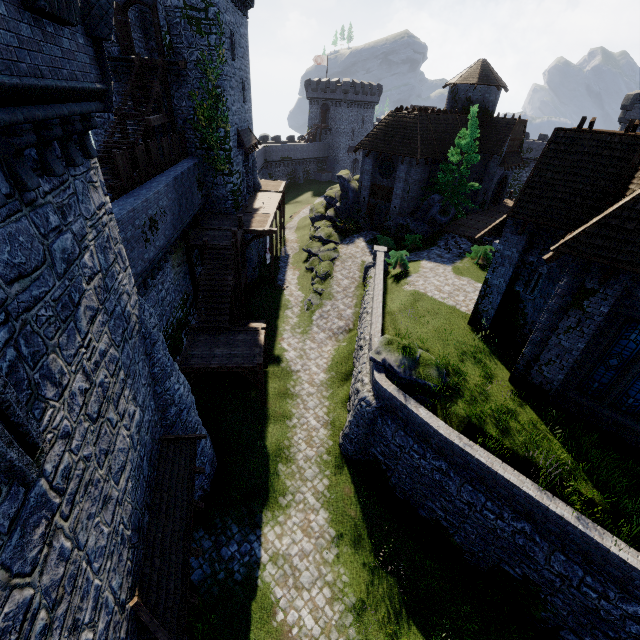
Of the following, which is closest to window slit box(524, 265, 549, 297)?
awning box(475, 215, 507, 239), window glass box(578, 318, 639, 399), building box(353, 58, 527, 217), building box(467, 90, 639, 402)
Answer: building box(467, 90, 639, 402)

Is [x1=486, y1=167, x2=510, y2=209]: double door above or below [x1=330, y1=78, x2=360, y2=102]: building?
below

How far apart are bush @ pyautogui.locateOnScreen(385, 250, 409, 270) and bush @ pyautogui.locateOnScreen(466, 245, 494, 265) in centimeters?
480cm

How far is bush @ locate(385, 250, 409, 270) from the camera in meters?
23.2 m

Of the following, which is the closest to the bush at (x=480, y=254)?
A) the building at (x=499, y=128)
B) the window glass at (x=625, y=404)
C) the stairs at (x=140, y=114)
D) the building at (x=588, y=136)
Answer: the building at (x=588, y=136)

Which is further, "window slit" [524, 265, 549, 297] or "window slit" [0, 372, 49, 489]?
"window slit" [524, 265, 549, 297]

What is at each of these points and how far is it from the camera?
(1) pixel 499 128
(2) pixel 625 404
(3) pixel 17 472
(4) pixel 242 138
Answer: (1) building, 33.6m
(2) window glass, 11.1m
(3) window slit, 4.0m
(4) awning, 25.0m

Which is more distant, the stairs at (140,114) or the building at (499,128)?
the building at (499,128)
